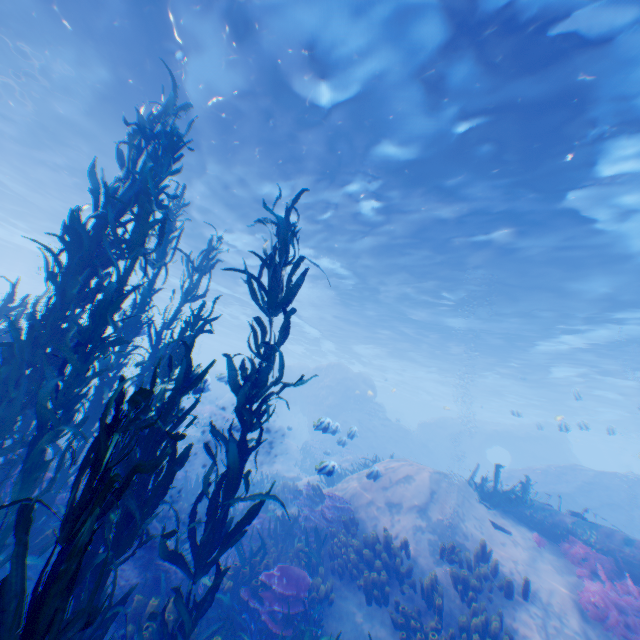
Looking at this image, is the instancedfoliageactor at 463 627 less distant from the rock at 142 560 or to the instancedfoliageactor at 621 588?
the rock at 142 560

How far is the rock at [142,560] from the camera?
5.8m

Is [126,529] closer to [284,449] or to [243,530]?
[243,530]

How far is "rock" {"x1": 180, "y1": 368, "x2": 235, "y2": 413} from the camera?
7.1m

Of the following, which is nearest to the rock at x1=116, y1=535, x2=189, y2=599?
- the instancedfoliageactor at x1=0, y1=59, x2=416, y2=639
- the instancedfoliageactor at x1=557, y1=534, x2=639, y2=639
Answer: the instancedfoliageactor at x1=0, y1=59, x2=416, y2=639

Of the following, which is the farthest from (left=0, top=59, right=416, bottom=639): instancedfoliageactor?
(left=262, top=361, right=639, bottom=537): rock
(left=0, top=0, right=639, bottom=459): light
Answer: (left=0, top=0, right=639, bottom=459): light

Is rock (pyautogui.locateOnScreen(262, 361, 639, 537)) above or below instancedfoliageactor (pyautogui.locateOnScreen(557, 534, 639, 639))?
above
